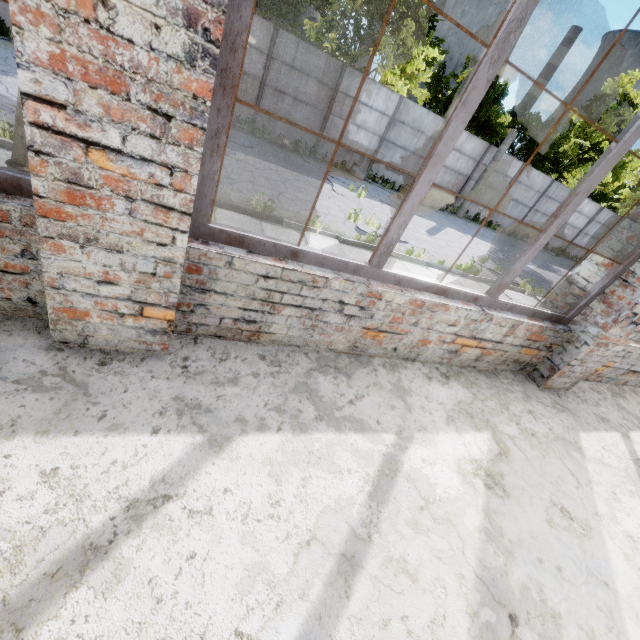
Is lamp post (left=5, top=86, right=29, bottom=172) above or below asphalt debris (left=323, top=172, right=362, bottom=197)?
above

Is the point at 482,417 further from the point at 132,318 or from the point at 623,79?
the point at 623,79

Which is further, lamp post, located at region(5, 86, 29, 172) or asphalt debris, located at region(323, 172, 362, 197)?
asphalt debris, located at region(323, 172, 362, 197)

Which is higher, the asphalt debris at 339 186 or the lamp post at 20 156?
the lamp post at 20 156

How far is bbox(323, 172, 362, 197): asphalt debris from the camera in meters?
12.0

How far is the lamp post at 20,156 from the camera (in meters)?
2.58

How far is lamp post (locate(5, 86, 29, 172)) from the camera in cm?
258
